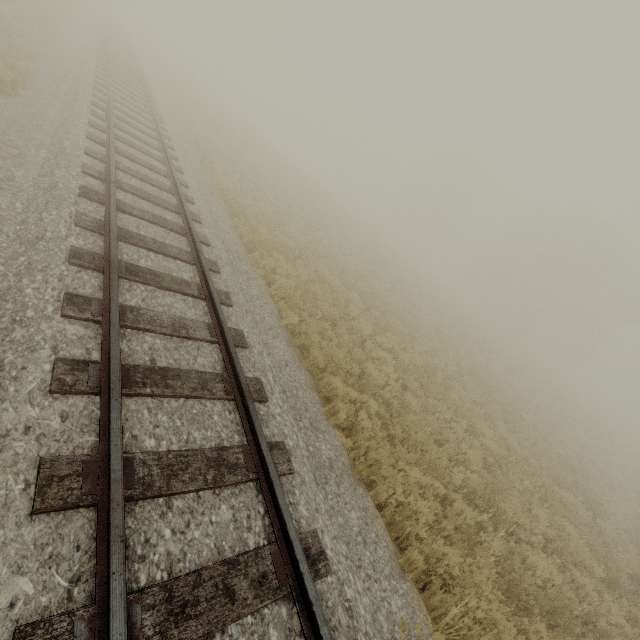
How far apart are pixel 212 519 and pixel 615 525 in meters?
15.3
